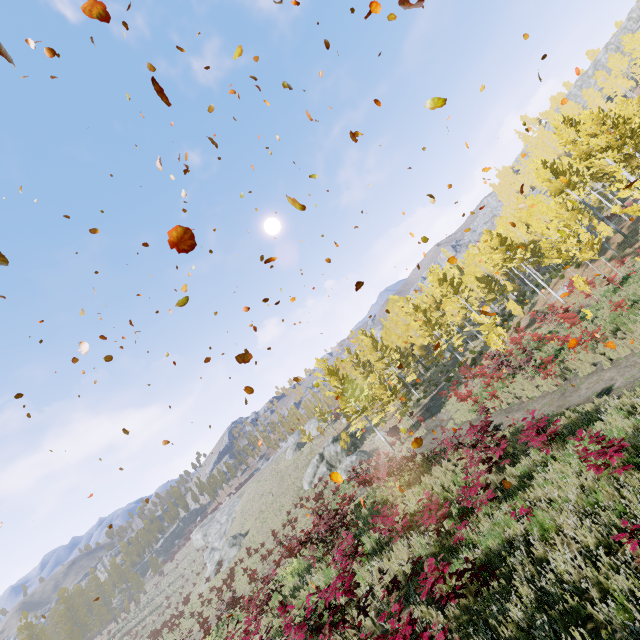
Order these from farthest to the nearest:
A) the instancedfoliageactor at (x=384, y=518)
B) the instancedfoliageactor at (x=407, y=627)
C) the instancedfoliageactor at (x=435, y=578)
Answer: the instancedfoliageactor at (x=384, y=518), the instancedfoliageactor at (x=435, y=578), the instancedfoliageactor at (x=407, y=627)

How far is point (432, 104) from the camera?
4.1m

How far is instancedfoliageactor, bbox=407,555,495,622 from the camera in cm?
539

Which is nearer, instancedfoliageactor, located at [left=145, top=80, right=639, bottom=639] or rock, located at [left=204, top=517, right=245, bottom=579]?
instancedfoliageactor, located at [left=145, top=80, right=639, bottom=639]

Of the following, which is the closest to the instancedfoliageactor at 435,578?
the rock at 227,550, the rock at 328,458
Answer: the rock at 328,458

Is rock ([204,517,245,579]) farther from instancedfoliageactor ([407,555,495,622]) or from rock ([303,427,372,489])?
instancedfoliageactor ([407,555,495,622])

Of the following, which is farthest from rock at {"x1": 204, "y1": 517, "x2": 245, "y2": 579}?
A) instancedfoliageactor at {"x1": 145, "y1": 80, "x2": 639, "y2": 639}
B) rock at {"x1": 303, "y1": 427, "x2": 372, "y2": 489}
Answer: instancedfoliageactor at {"x1": 145, "y1": 80, "x2": 639, "y2": 639}
